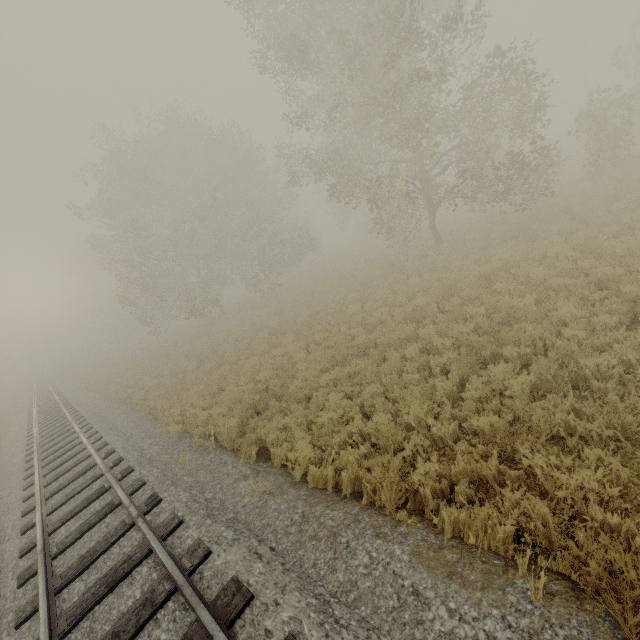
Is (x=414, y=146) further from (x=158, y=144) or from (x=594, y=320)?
(x=158, y=144)
